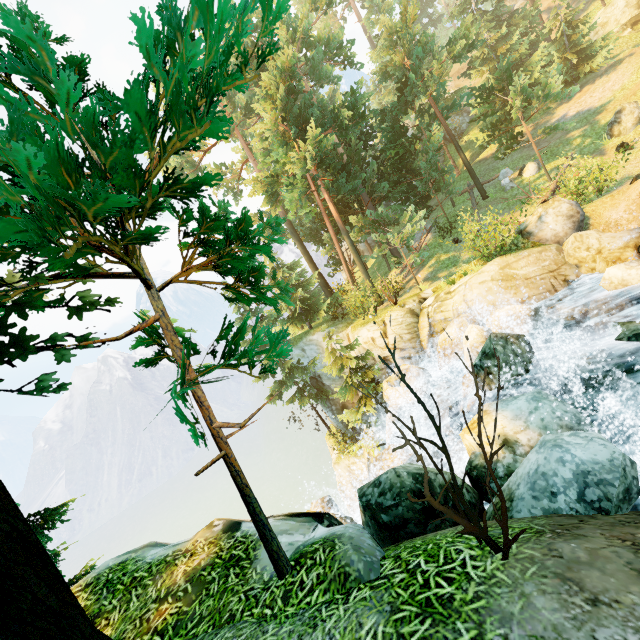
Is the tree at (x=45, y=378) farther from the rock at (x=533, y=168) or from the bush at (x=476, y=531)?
the rock at (x=533, y=168)

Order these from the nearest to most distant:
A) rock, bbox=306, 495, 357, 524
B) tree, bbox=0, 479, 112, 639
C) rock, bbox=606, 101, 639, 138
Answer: tree, bbox=0, 479, 112, 639, rock, bbox=306, 495, 357, 524, rock, bbox=606, 101, 639, 138

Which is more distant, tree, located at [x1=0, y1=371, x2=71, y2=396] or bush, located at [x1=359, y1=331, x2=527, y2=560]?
tree, located at [x1=0, y1=371, x2=71, y2=396]

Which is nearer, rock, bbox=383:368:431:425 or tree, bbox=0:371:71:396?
tree, bbox=0:371:71:396

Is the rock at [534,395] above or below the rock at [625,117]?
below

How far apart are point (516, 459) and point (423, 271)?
18.44m
